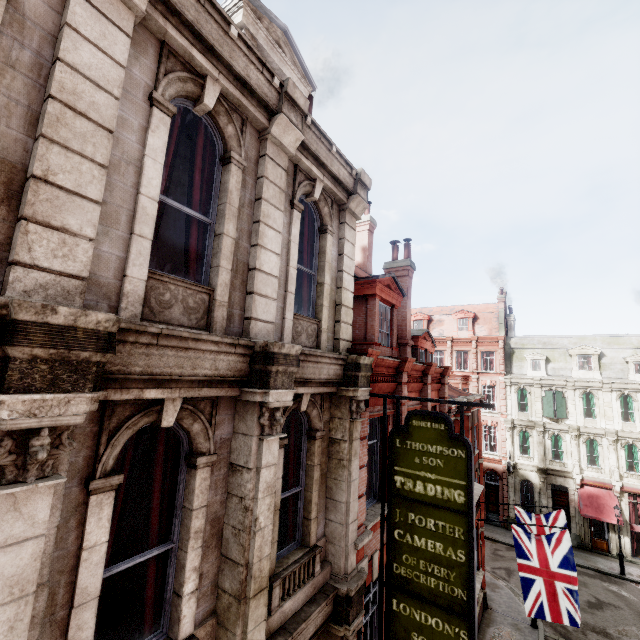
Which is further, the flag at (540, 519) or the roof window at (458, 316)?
the roof window at (458, 316)

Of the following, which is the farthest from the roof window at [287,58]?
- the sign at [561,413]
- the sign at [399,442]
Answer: the sign at [561,413]

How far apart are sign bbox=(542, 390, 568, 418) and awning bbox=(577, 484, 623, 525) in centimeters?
525cm

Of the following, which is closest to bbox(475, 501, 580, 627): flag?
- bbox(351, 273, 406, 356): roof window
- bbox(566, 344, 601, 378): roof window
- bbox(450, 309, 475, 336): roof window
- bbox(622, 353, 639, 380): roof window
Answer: bbox(351, 273, 406, 356): roof window

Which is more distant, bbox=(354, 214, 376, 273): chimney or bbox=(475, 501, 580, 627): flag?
bbox=(354, 214, 376, 273): chimney

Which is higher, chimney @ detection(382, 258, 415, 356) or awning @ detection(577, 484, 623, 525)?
chimney @ detection(382, 258, 415, 356)

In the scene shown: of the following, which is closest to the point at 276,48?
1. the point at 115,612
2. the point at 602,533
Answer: the point at 115,612

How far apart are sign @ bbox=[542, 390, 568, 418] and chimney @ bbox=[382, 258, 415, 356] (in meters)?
23.33
